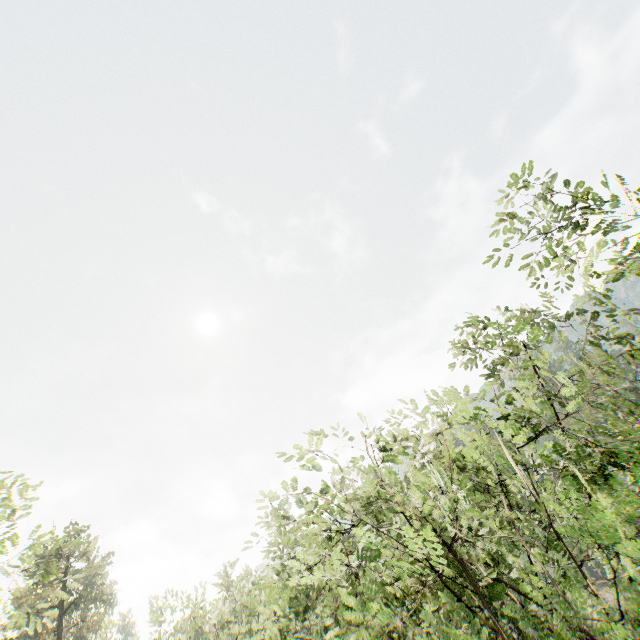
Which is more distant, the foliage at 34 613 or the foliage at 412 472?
the foliage at 34 613

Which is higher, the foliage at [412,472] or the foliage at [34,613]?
the foliage at [34,613]

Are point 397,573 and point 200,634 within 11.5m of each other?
no

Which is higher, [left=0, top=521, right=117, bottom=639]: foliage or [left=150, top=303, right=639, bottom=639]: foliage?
[left=0, top=521, right=117, bottom=639]: foliage

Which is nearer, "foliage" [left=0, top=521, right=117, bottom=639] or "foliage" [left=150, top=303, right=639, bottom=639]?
"foliage" [left=150, top=303, right=639, bottom=639]
